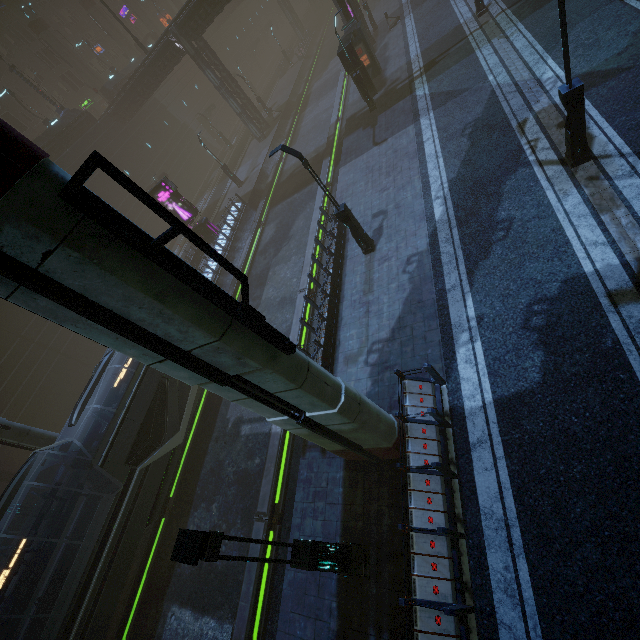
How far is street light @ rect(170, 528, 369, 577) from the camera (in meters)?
4.04

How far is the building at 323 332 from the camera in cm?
1187

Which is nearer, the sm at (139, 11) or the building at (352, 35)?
the building at (352, 35)

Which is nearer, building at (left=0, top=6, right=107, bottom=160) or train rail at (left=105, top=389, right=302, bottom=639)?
train rail at (left=105, top=389, right=302, bottom=639)

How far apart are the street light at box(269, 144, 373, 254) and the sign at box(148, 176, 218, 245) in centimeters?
1482cm

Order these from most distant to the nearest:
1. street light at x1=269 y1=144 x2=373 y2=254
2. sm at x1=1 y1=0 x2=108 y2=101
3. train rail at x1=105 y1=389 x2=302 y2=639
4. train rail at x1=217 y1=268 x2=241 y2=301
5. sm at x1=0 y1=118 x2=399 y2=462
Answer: sm at x1=1 y1=0 x2=108 y2=101 → train rail at x1=217 y1=268 x2=241 y2=301 → street light at x1=269 y1=144 x2=373 y2=254 → train rail at x1=105 y1=389 x2=302 y2=639 → sm at x1=0 y1=118 x2=399 y2=462

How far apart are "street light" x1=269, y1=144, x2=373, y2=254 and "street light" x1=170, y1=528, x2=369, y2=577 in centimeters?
1058cm

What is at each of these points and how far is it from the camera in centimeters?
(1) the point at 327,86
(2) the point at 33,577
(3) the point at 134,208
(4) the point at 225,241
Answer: (1) train rail, 3688cm
(2) train, 989cm
(3) building, 3531cm
(4) building, 2523cm
